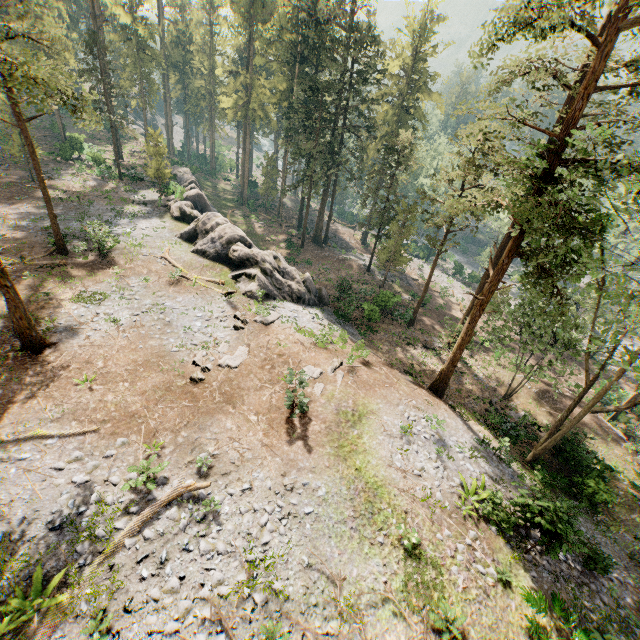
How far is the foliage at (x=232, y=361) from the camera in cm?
1734

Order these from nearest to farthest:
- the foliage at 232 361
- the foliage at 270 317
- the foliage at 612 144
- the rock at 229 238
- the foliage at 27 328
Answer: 1. the foliage at 612 144
2. the foliage at 27 328
3. the foliage at 232 361
4. the foliage at 270 317
5. the rock at 229 238

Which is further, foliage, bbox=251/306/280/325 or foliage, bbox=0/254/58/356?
foliage, bbox=251/306/280/325

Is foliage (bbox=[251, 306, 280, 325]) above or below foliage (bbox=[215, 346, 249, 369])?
below

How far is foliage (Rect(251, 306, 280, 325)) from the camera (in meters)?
21.47

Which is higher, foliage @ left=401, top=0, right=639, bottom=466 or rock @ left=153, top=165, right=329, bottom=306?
foliage @ left=401, top=0, right=639, bottom=466

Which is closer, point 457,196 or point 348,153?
point 348,153

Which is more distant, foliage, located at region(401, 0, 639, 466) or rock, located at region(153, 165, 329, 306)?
rock, located at region(153, 165, 329, 306)
